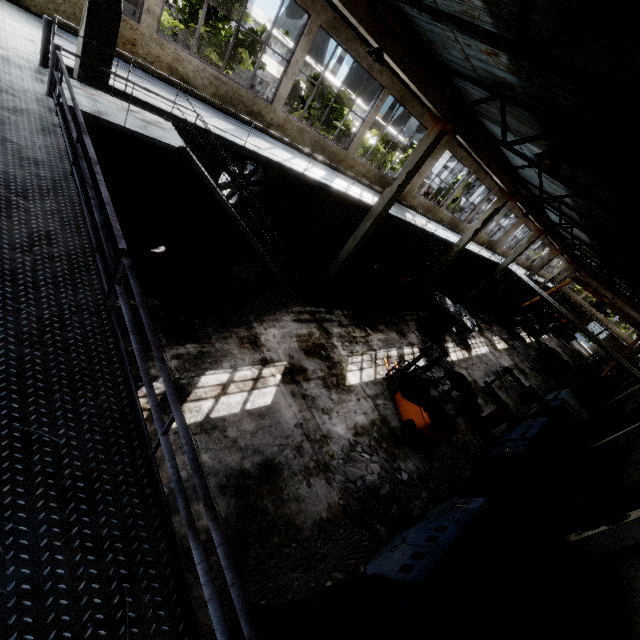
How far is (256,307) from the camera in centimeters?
1093cm

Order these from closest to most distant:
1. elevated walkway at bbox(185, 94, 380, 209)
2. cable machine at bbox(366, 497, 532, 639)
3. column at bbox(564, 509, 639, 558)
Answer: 1. cable machine at bbox(366, 497, 532, 639)
2. column at bbox(564, 509, 639, 558)
3. elevated walkway at bbox(185, 94, 380, 209)

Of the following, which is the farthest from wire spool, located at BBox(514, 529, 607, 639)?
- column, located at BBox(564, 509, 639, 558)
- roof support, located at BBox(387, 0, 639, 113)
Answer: roof support, located at BBox(387, 0, 639, 113)

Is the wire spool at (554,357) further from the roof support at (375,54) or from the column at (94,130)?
the column at (94,130)

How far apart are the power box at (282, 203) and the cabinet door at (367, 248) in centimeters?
490cm

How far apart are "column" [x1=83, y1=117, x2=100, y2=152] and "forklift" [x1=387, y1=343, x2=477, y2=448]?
10.3m

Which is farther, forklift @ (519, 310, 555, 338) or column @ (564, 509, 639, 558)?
forklift @ (519, 310, 555, 338)

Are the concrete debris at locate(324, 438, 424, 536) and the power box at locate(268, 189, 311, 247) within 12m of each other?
yes
